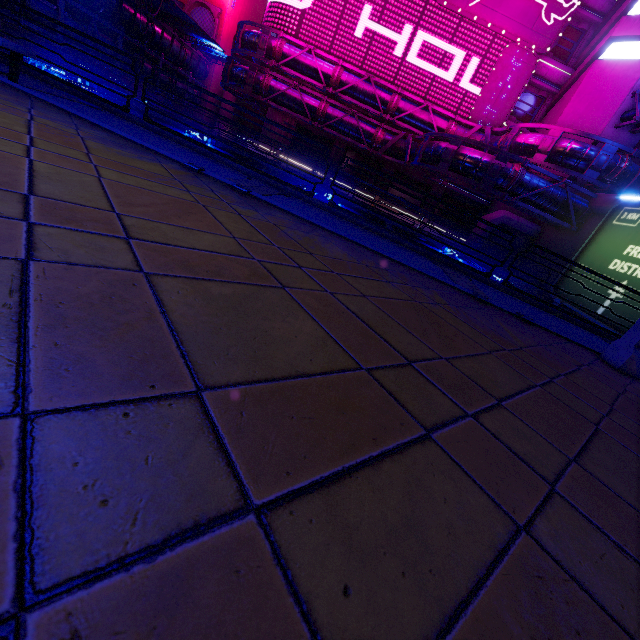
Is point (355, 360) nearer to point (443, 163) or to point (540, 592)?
point (540, 592)

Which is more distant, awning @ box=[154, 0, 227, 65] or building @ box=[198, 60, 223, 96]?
building @ box=[198, 60, 223, 96]

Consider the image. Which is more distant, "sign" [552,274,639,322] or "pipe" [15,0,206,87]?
"pipe" [15,0,206,87]

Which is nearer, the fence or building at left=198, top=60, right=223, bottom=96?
the fence

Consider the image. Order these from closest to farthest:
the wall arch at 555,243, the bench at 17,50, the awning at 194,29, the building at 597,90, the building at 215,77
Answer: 1. the bench at 17,50
2. the wall arch at 555,243
3. the building at 597,90
4. the awning at 194,29
5. the building at 215,77

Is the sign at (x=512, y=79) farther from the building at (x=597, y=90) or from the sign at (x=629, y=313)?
the sign at (x=629, y=313)

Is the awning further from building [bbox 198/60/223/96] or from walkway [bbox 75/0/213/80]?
building [bbox 198/60/223/96]

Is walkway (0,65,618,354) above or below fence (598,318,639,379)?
below
